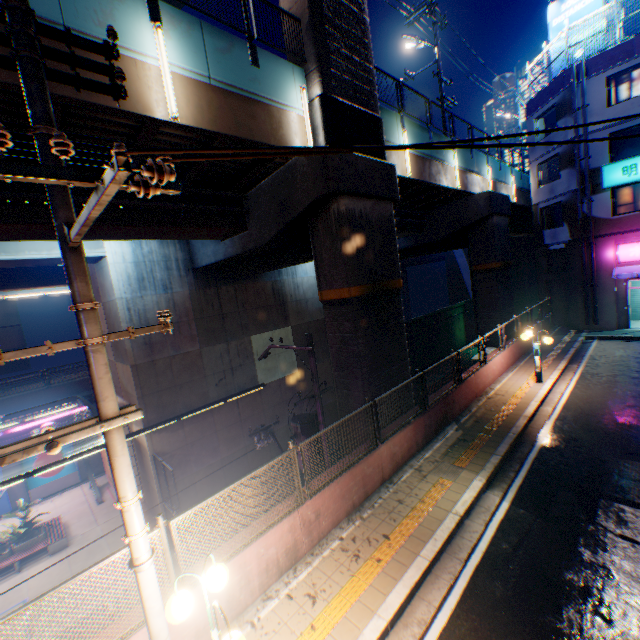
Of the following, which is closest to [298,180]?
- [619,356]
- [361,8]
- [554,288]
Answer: [361,8]

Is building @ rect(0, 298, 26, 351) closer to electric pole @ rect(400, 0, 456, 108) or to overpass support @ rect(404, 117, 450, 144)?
overpass support @ rect(404, 117, 450, 144)

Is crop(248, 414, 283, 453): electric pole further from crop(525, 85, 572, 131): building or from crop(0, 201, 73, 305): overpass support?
crop(525, 85, 572, 131): building

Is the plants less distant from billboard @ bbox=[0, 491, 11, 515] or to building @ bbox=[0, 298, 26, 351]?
billboard @ bbox=[0, 491, 11, 515]

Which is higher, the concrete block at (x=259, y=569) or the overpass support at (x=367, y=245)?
the overpass support at (x=367, y=245)

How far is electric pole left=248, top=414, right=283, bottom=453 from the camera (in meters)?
11.91

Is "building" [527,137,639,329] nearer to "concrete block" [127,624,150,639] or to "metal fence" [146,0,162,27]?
"concrete block" [127,624,150,639]

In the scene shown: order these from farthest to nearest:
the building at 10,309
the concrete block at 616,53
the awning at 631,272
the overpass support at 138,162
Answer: the building at 10,309 < the awning at 631,272 < the concrete block at 616,53 < the overpass support at 138,162
